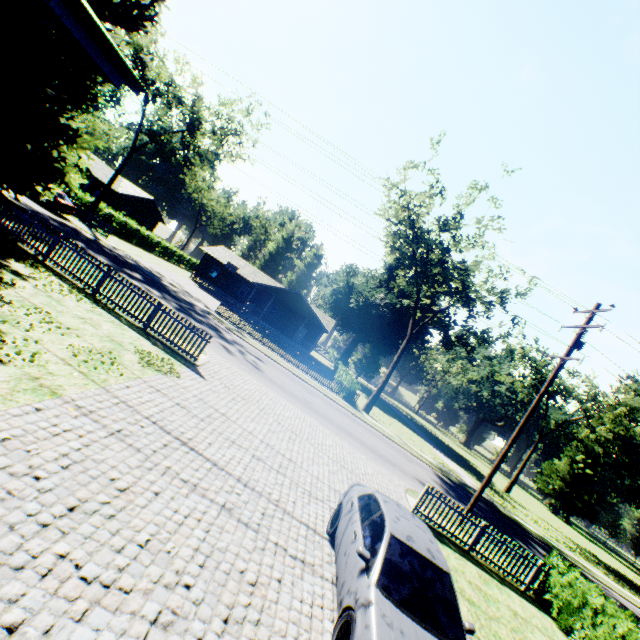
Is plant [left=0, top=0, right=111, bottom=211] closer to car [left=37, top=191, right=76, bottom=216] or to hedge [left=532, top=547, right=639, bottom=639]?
car [left=37, top=191, right=76, bottom=216]

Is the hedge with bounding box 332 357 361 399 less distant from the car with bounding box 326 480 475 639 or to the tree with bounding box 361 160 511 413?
the tree with bounding box 361 160 511 413

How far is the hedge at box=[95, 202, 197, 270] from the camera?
35.7m

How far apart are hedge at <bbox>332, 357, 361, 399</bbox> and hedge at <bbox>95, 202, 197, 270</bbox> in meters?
30.6 m

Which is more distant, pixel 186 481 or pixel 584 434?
pixel 584 434

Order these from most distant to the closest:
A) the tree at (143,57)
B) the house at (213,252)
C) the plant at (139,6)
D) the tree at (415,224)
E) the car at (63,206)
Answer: the house at (213,252)
the tree at (143,57)
the tree at (415,224)
the car at (63,206)
the plant at (139,6)

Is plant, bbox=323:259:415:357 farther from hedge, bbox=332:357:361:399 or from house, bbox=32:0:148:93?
hedge, bbox=332:357:361:399

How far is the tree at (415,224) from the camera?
25.8 meters
